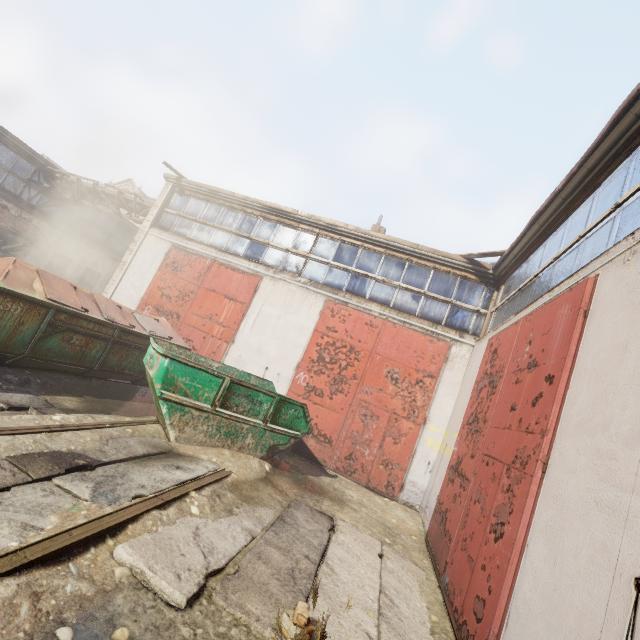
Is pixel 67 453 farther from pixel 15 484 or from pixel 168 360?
pixel 168 360

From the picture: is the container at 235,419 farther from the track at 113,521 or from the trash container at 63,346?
the trash container at 63,346

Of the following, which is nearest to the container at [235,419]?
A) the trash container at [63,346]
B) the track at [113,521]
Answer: the track at [113,521]

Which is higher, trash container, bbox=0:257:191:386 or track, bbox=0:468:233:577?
trash container, bbox=0:257:191:386

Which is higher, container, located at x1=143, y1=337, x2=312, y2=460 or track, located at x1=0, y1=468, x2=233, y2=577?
container, located at x1=143, y1=337, x2=312, y2=460

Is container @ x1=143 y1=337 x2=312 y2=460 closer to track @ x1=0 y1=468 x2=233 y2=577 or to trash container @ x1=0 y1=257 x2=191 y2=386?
track @ x1=0 y1=468 x2=233 y2=577

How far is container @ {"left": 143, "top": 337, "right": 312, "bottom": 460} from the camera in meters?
5.4
